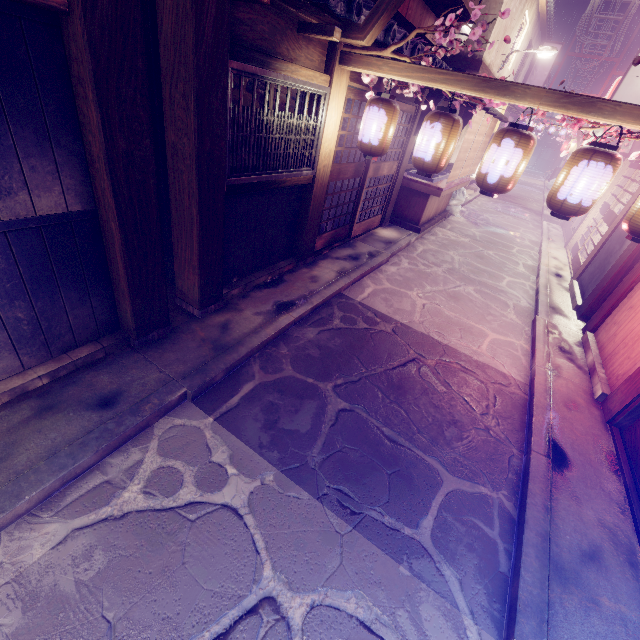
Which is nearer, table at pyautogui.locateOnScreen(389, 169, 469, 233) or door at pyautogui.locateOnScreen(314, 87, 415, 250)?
door at pyautogui.locateOnScreen(314, 87, 415, 250)

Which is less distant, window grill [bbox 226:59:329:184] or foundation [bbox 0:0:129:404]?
foundation [bbox 0:0:129:404]

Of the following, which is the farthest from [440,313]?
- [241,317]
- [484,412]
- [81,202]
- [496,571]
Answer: [81,202]

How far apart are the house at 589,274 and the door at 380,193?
9.0 meters

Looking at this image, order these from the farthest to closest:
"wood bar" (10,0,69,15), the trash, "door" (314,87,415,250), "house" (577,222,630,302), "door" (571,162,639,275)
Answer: the trash < "door" (571,162,639,275) < "house" (577,222,630,302) < "door" (314,87,415,250) < "wood bar" (10,0,69,15)

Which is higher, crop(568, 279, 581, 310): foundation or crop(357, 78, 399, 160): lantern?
crop(357, 78, 399, 160): lantern

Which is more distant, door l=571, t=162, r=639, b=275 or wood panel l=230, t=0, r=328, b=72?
door l=571, t=162, r=639, b=275

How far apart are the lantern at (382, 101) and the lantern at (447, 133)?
0.7m
